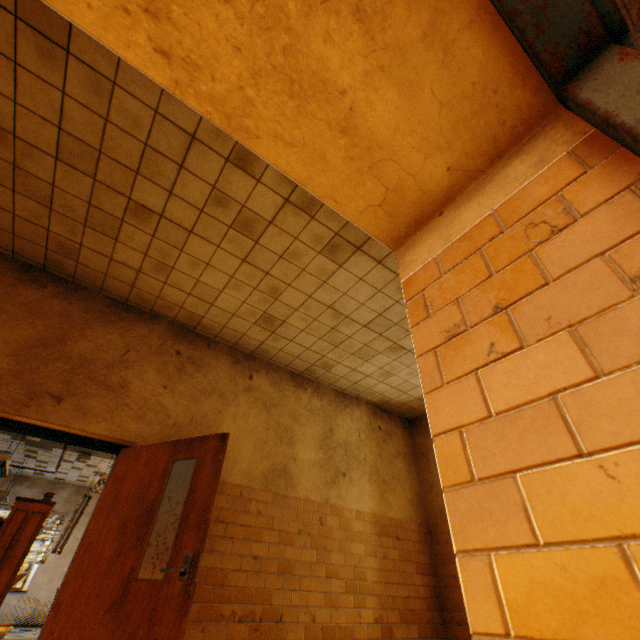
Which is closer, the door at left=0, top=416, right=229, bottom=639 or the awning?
the awning

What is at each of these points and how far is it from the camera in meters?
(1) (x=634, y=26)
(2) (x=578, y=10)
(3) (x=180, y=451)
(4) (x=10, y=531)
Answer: (1) awning, 1.5
(2) door, 0.9
(3) door, 3.4
(4) book, 5.9

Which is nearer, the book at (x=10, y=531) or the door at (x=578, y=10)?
the door at (x=578, y=10)

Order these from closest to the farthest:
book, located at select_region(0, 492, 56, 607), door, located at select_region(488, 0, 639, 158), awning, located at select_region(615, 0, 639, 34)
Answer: door, located at select_region(488, 0, 639, 158) → awning, located at select_region(615, 0, 639, 34) → book, located at select_region(0, 492, 56, 607)

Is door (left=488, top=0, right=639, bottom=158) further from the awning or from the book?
the book

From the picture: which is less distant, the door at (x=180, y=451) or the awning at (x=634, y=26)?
the awning at (x=634, y=26)

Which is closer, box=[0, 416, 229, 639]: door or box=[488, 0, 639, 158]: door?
box=[488, 0, 639, 158]: door

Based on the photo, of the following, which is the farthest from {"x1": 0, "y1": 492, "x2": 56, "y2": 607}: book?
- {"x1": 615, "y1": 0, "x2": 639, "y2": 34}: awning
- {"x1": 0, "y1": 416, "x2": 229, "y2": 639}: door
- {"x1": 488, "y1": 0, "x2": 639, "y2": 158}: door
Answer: {"x1": 615, "y1": 0, "x2": 639, "y2": 34}: awning
